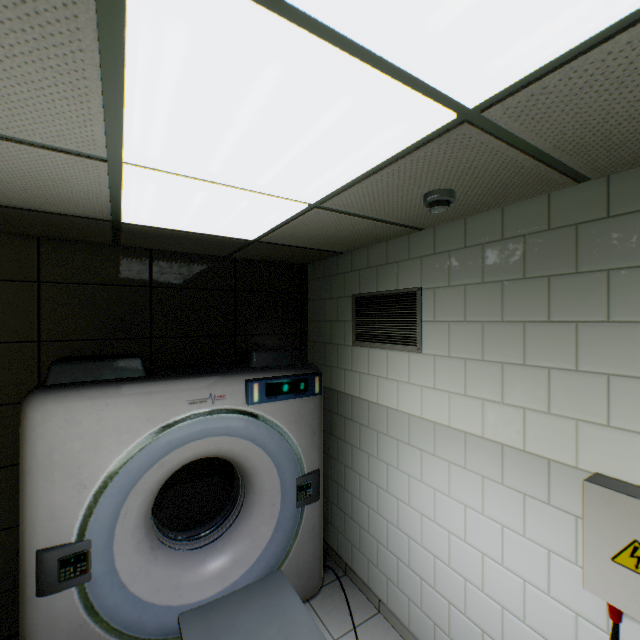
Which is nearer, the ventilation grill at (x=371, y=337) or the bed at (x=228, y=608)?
the bed at (x=228, y=608)

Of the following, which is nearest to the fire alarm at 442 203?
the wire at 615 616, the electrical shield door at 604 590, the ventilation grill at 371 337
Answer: the ventilation grill at 371 337

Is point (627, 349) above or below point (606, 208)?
below

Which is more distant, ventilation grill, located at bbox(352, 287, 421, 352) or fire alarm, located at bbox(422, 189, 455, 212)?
ventilation grill, located at bbox(352, 287, 421, 352)

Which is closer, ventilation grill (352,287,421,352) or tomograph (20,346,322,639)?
tomograph (20,346,322,639)

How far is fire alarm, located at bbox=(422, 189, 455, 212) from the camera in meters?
1.7

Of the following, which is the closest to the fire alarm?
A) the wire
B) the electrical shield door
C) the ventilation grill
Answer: the ventilation grill

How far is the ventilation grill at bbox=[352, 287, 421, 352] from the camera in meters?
2.5
